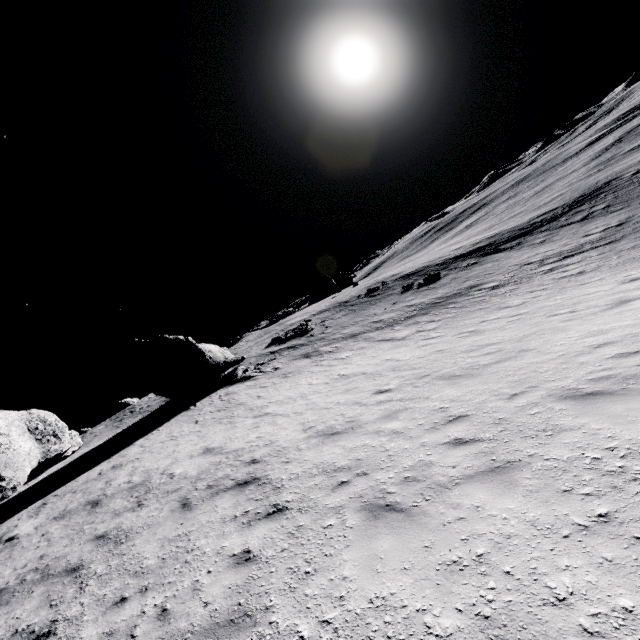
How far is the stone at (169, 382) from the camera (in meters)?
23.77

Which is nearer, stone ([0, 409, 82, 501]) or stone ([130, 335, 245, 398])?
stone ([0, 409, 82, 501])

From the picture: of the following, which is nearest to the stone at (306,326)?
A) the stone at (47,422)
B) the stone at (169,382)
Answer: the stone at (169,382)

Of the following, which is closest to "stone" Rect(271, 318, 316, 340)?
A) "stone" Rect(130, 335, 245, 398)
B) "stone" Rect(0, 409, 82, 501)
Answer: "stone" Rect(130, 335, 245, 398)

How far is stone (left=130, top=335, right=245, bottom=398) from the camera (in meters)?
23.77

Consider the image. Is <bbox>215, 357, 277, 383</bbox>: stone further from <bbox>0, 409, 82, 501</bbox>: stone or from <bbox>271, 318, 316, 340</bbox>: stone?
<bbox>0, 409, 82, 501</bbox>: stone

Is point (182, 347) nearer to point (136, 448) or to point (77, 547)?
point (136, 448)

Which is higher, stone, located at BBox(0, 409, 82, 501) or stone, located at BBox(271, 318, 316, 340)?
stone, located at BBox(0, 409, 82, 501)
